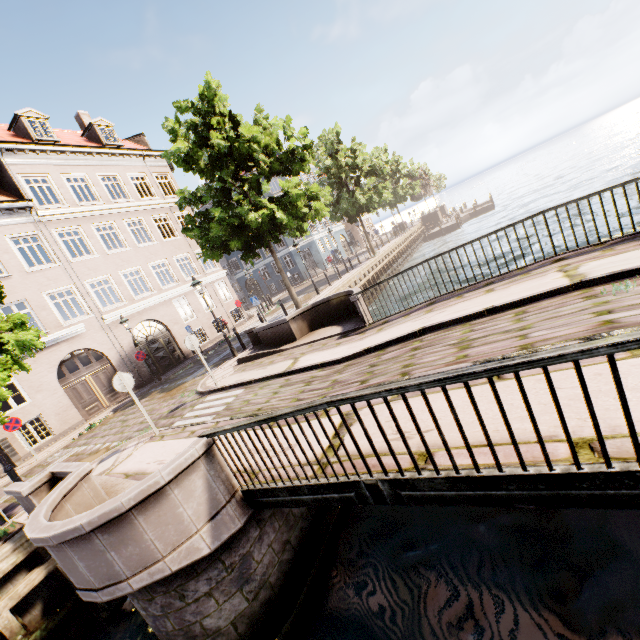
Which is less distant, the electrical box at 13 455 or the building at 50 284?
the electrical box at 13 455

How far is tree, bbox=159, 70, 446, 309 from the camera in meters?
13.4

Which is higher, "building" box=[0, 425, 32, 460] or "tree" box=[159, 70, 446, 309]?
"tree" box=[159, 70, 446, 309]

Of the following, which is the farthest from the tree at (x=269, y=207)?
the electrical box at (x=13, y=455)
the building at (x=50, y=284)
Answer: the electrical box at (x=13, y=455)

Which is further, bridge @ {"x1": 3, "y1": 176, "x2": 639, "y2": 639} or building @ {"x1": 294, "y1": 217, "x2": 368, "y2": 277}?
building @ {"x1": 294, "y1": 217, "x2": 368, "y2": 277}

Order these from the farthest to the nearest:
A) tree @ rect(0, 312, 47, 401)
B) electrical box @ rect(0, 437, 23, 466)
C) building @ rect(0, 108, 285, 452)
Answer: building @ rect(0, 108, 285, 452), electrical box @ rect(0, 437, 23, 466), tree @ rect(0, 312, 47, 401)

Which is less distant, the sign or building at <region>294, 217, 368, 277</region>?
the sign

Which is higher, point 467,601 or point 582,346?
point 582,346
